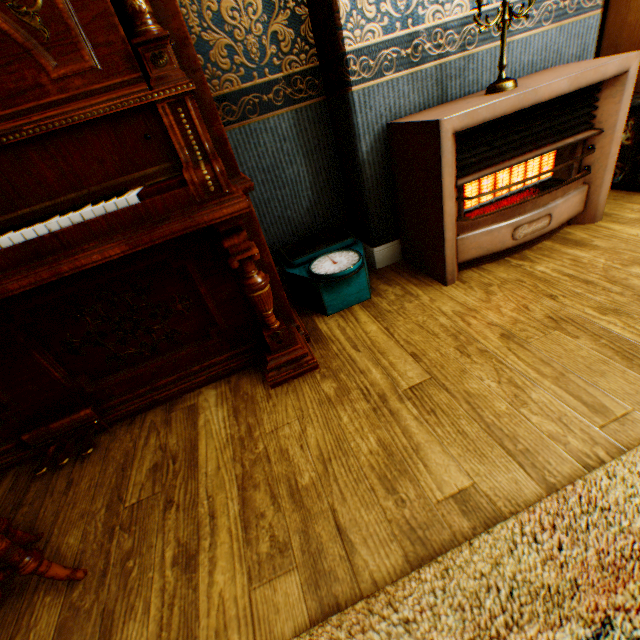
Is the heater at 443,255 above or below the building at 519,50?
below

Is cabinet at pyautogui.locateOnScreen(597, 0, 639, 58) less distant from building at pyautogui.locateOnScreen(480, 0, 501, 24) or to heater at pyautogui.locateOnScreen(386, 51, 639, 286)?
building at pyautogui.locateOnScreen(480, 0, 501, 24)

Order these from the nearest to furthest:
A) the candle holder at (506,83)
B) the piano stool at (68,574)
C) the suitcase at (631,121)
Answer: the piano stool at (68,574) → the candle holder at (506,83) → the suitcase at (631,121)

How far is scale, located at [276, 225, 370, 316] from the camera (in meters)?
1.91

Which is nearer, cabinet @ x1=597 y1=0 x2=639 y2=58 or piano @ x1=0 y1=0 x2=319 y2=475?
piano @ x1=0 y1=0 x2=319 y2=475

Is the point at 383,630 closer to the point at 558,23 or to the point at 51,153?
the point at 51,153

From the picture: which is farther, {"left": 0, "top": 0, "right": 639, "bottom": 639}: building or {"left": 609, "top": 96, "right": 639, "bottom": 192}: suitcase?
{"left": 609, "top": 96, "right": 639, "bottom": 192}: suitcase

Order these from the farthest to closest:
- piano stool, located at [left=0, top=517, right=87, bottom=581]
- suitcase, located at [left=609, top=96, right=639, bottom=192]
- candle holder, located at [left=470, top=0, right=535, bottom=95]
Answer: suitcase, located at [left=609, top=96, right=639, bottom=192] → candle holder, located at [left=470, top=0, right=535, bottom=95] → piano stool, located at [left=0, top=517, right=87, bottom=581]
